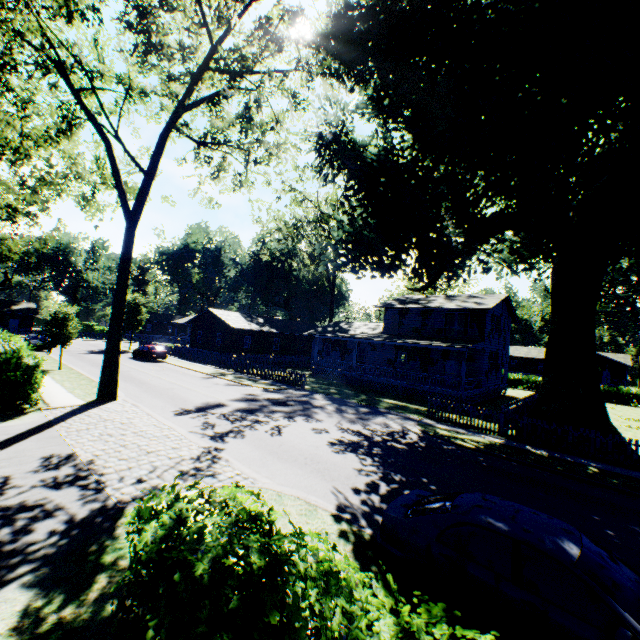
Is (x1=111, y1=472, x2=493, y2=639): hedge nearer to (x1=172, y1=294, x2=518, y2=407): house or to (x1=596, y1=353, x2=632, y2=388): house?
(x1=172, y1=294, x2=518, y2=407): house

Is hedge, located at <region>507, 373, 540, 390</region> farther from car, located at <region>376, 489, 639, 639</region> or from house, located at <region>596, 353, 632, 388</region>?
car, located at <region>376, 489, 639, 639</region>

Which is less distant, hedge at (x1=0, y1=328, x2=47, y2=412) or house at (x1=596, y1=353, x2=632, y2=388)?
hedge at (x1=0, y1=328, x2=47, y2=412)

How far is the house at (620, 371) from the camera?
54.5 meters

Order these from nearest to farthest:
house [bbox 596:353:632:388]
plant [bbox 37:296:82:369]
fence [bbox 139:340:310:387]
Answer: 1. plant [bbox 37:296:82:369]
2. fence [bbox 139:340:310:387]
3. house [bbox 596:353:632:388]

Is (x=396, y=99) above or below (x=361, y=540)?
above

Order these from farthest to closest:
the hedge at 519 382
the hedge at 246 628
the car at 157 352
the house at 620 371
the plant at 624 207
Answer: the house at 620 371 → the hedge at 519 382 → the car at 157 352 → the plant at 624 207 → the hedge at 246 628

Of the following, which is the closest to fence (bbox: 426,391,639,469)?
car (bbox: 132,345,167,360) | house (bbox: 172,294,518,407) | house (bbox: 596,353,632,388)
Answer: house (bbox: 172,294,518,407)
